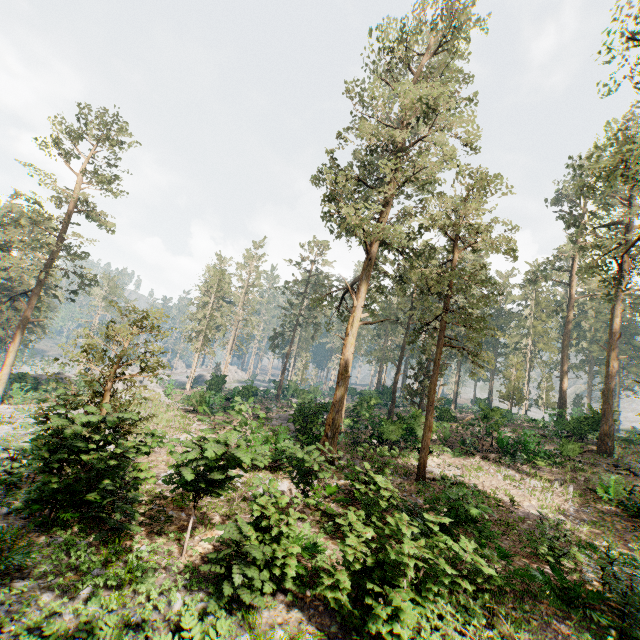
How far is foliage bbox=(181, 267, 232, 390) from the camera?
49.41m

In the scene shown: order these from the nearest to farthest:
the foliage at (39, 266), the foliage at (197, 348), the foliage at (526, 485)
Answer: the foliage at (526, 485) → the foliage at (39, 266) → the foliage at (197, 348)

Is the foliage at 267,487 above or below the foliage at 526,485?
above

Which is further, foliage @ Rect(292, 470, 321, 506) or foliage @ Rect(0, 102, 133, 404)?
foliage @ Rect(0, 102, 133, 404)

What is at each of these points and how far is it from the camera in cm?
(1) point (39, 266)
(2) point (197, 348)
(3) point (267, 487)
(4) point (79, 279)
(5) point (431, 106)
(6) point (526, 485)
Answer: (1) foliage, 4397
(2) foliage, 5059
(3) foliage, 807
(4) foliage, 3431
(5) foliage, 1845
(6) foliage, 1794

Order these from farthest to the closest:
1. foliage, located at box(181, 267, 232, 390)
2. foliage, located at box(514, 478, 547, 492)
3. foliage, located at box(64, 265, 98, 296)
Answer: foliage, located at box(181, 267, 232, 390)
foliage, located at box(64, 265, 98, 296)
foliage, located at box(514, 478, 547, 492)
